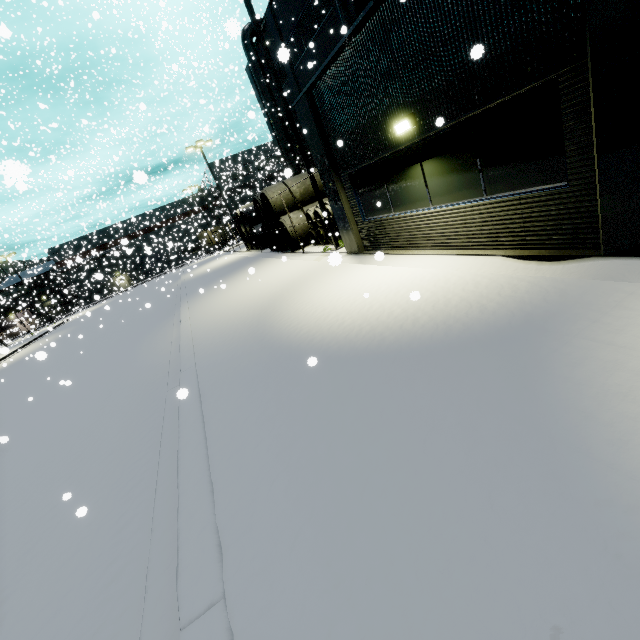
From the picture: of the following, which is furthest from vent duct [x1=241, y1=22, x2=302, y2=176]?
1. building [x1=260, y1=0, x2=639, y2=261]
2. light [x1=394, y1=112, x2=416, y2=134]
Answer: light [x1=394, y1=112, x2=416, y2=134]

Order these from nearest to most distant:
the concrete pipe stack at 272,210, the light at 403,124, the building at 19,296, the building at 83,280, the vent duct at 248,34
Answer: the light at 403,124 < the concrete pipe stack at 272,210 < the vent duct at 248,34 < the building at 83,280 < the building at 19,296

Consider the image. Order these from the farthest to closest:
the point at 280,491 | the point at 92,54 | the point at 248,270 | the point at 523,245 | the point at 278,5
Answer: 1. the point at 92,54
2. the point at 278,5
3. the point at 248,270
4. the point at 523,245
5. the point at 280,491

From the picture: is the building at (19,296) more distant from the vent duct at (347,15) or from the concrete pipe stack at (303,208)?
the concrete pipe stack at (303,208)

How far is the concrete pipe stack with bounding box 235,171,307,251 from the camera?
17.6 meters

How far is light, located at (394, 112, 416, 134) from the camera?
6.6m

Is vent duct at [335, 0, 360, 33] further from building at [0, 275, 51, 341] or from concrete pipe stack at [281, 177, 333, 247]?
concrete pipe stack at [281, 177, 333, 247]

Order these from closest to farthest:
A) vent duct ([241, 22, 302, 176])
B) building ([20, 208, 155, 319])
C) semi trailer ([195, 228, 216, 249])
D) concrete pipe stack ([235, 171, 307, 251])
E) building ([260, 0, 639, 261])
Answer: building ([260, 0, 639, 261]) < concrete pipe stack ([235, 171, 307, 251]) < vent duct ([241, 22, 302, 176]) < building ([20, 208, 155, 319]) < semi trailer ([195, 228, 216, 249])
